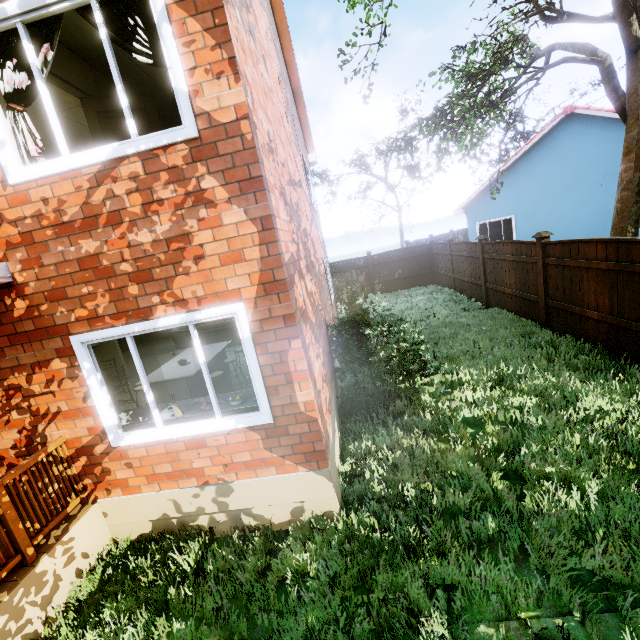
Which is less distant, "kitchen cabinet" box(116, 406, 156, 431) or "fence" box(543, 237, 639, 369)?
"kitchen cabinet" box(116, 406, 156, 431)

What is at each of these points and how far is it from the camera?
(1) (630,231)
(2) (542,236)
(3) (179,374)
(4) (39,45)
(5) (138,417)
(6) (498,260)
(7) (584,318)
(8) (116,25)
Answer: (1) tree, 7.6m
(2) fence post, 7.5m
(3) table, 5.8m
(4) curtain, 3.0m
(5) kitchen cabinet, 4.4m
(6) fence, 10.1m
(7) fence, 6.8m
(8) curtain, 3.0m

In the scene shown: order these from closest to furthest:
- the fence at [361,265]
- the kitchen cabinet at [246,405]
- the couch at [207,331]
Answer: the kitchen cabinet at [246,405]
the couch at [207,331]
the fence at [361,265]

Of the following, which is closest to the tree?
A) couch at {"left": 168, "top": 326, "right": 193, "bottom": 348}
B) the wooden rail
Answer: the wooden rail

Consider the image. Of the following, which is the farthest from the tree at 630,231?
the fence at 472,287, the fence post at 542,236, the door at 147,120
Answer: the door at 147,120

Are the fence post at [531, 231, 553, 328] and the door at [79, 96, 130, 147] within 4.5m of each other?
no

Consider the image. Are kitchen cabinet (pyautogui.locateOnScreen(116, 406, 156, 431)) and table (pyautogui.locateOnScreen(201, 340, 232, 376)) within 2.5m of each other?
yes

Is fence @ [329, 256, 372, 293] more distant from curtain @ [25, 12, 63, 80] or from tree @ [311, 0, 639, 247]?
curtain @ [25, 12, 63, 80]
